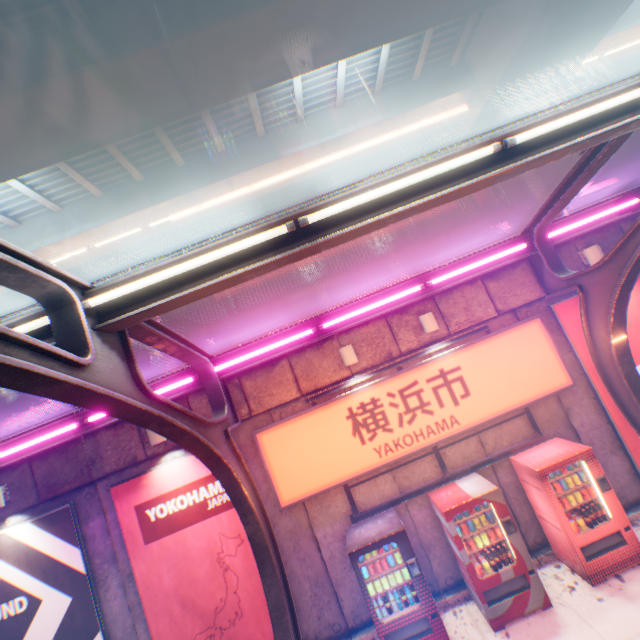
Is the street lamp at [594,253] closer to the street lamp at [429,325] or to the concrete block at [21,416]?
the concrete block at [21,416]

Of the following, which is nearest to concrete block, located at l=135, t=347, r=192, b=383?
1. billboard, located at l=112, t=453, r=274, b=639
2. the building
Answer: billboard, located at l=112, t=453, r=274, b=639

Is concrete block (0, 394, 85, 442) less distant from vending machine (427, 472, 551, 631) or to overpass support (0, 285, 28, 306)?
vending machine (427, 472, 551, 631)

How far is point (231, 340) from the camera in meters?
7.4 m

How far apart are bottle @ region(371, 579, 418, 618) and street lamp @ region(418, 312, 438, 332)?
4.7m

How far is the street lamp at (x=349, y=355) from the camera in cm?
681

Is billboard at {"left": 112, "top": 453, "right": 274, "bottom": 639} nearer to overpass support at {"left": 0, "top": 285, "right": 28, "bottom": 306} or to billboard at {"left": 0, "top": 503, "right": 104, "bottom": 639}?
billboard at {"left": 0, "top": 503, "right": 104, "bottom": 639}

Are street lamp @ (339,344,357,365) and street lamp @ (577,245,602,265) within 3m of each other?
no
